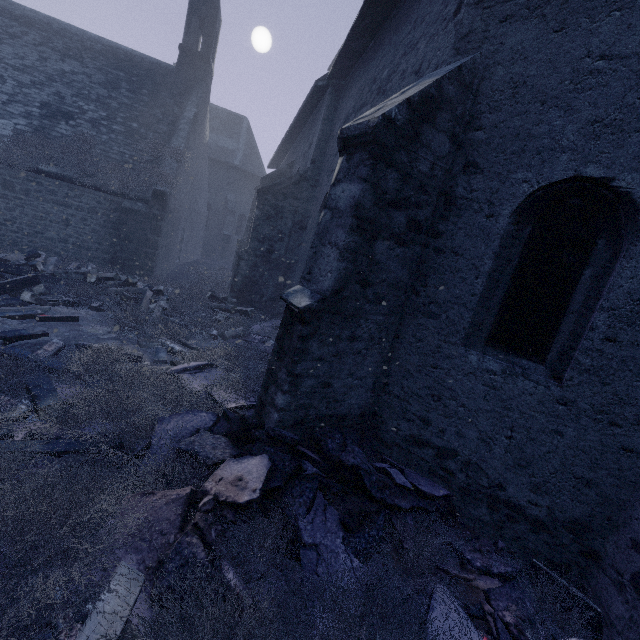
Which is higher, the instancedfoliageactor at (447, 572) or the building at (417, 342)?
the building at (417, 342)

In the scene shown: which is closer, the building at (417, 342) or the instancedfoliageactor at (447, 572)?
the instancedfoliageactor at (447, 572)

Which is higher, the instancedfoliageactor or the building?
the building

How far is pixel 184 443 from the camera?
3.38m

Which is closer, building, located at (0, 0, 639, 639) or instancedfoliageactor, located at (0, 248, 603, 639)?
instancedfoliageactor, located at (0, 248, 603, 639)
